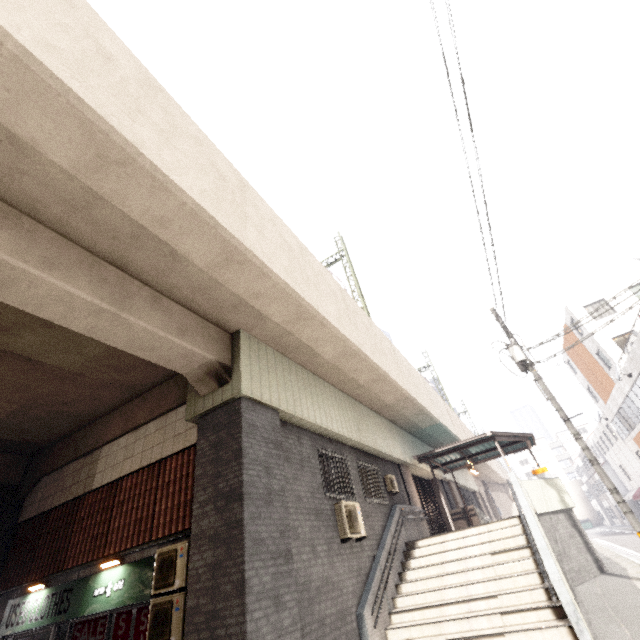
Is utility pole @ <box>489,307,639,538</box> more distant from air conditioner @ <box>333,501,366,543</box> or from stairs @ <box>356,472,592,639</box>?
air conditioner @ <box>333,501,366,543</box>

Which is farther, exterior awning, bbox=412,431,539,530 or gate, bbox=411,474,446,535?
gate, bbox=411,474,446,535

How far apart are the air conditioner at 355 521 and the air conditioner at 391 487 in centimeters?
335cm

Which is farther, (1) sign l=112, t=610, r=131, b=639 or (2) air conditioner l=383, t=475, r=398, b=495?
(2) air conditioner l=383, t=475, r=398, b=495

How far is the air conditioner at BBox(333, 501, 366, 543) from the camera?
8.3m

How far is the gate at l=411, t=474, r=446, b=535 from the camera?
16.43m

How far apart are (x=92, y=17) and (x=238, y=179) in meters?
3.4

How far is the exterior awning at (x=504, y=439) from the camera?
14.60m
